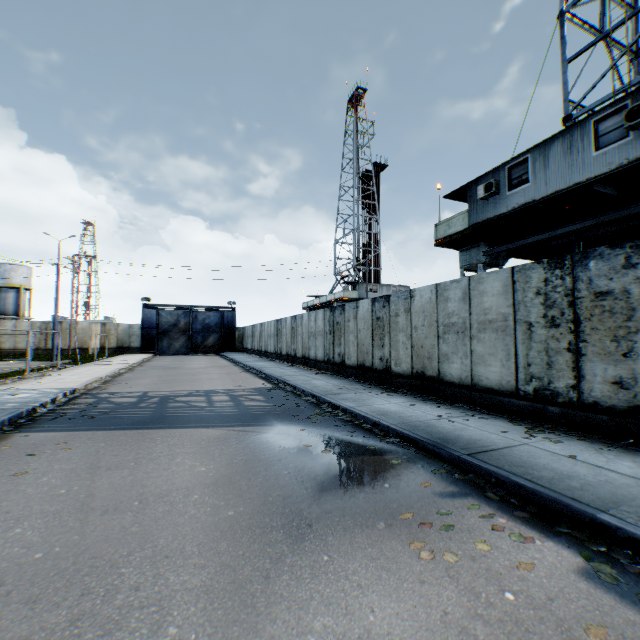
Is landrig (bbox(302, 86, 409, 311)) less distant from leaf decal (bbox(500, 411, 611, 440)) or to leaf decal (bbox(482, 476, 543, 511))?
leaf decal (bbox(500, 411, 611, 440))

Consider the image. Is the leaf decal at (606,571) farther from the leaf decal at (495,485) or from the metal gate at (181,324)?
the metal gate at (181,324)

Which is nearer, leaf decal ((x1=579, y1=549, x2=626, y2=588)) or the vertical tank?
leaf decal ((x1=579, y1=549, x2=626, y2=588))

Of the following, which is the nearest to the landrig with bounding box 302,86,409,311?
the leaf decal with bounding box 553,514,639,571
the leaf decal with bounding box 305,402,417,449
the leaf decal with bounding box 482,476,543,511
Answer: the leaf decal with bounding box 305,402,417,449

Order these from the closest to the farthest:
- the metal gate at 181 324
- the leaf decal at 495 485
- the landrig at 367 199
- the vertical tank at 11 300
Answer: the leaf decal at 495 485, the landrig at 367 199, the metal gate at 181 324, the vertical tank at 11 300

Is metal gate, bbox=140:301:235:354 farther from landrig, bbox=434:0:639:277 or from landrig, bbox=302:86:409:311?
landrig, bbox=434:0:639:277

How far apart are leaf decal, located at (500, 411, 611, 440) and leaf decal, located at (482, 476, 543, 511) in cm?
185

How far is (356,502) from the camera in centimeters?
387cm
